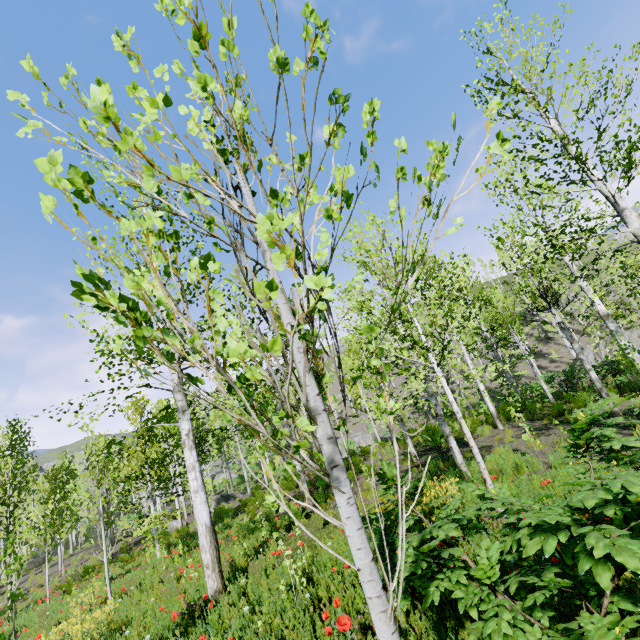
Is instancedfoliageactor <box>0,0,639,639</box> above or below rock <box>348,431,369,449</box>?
above

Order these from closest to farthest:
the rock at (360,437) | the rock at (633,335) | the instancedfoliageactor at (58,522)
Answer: the instancedfoliageactor at (58,522) < the rock at (633,335) < the rock at (360,437)

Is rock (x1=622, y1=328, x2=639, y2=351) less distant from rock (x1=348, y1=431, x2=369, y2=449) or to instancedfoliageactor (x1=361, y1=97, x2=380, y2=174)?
instancedfoliageactor (x1=361, y1=97, x2=380, y2=174)

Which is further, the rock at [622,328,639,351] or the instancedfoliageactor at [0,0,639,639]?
the rock at [622,328,639,351]

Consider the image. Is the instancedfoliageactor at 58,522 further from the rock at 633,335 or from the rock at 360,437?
the rock at 633,335

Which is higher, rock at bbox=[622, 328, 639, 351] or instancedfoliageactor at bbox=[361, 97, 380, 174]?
instancedfoliageactor at bbox=[361, 97, 380, 174]

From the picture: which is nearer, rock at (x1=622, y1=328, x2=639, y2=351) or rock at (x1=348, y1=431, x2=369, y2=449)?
rock at (x1=622, y1=328, x2=639, y2=351)

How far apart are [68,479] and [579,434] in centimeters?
3015cm
